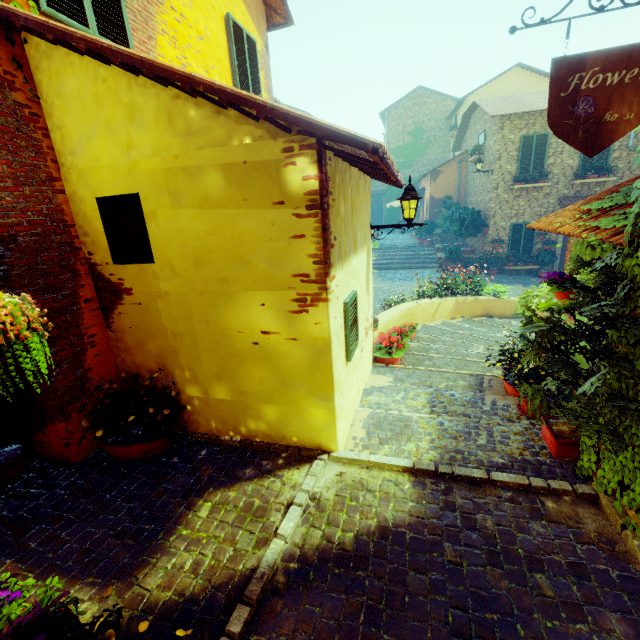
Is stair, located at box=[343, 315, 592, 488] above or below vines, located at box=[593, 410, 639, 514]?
below

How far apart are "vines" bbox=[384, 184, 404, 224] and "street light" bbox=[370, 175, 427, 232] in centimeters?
2567cm

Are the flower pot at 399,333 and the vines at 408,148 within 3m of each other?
no

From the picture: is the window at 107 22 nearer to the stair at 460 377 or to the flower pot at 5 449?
the flower pot at 5 449

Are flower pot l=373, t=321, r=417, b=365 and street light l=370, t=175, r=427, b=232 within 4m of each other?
yes

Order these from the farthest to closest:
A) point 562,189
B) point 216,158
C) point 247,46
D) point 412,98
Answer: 1. point 412,98
2. point 562,189
3. point 247,46
4. point 216,158

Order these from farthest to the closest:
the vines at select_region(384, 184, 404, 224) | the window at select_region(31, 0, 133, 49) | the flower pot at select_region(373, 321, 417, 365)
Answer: the vines at select_region(384, 184, 404, 224), the flower pot at select_region(373, 321, 417, 365), the window at select_region(31, 0, 133, 49)

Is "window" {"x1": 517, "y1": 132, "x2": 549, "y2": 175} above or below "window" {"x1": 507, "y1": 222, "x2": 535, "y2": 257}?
above
